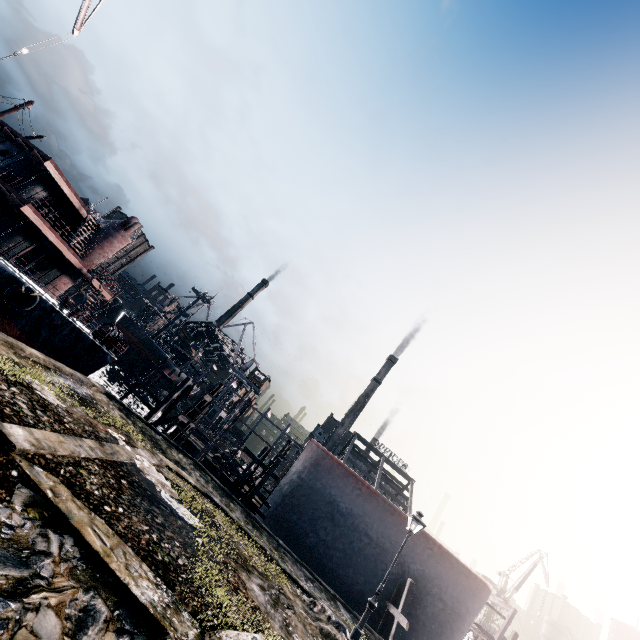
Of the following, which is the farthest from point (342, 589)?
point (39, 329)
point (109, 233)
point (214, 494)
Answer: point (109, 233)

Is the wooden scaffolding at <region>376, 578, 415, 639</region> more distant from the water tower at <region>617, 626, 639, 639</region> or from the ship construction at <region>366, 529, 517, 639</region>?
the water tower at <region>617, 626, 639, 639</region>

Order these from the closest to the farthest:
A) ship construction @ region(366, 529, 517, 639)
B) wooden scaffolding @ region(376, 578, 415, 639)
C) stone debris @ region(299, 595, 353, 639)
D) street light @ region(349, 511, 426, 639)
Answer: stone debris @ region(299, 595, 353, 639) < street light @ region(349, 511, 426, 639) < wooden scaffolding @ region(376, 578, 415, 639) < ship construction @ region(366, 529, 517, 639)

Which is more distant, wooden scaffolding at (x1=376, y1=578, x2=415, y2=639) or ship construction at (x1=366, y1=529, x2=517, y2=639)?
ship construction at (x1=366, y1=529, x2=517, y2=639)

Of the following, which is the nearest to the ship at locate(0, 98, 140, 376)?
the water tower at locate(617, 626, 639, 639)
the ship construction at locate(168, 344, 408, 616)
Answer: the ship construction at locate(168, 344, 408, 616)

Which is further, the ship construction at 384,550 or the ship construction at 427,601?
the ship construction at 384,550

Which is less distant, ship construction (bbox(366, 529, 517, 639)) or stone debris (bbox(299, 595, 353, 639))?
stone debris (bbox(299, 595, 353, 639))

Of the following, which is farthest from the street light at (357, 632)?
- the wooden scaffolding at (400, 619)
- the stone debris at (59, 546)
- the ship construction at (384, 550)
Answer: the ship construction at (384, 550)
